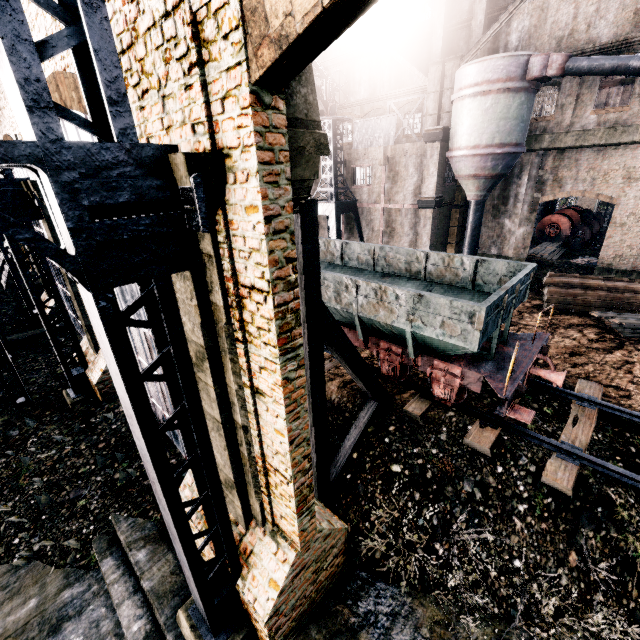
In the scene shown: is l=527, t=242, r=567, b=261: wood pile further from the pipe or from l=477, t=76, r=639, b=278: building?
the pipe

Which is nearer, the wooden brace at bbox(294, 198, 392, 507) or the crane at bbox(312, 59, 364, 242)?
the wooden brace at bbox(294, 198, 392, 507)

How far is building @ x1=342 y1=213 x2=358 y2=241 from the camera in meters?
30.8

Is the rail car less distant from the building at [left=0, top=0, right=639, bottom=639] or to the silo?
the building at [left=0, top=0, right=639, bottom=639]

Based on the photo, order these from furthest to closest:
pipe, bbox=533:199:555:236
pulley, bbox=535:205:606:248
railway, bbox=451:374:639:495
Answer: pipe, bbox=533:199:555:236
pulley, bbox=535:205:606:248
railway, bbox=451:374:639:495

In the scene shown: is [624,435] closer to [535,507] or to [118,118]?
[535,507]

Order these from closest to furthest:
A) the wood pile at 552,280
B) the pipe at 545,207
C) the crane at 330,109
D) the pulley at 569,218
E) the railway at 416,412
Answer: the railway at 416,412, the wood pile at 552,280, the crane at 330,109, the pulley at 569,218, the pipe at 545,207

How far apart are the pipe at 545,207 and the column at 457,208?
13.1m
